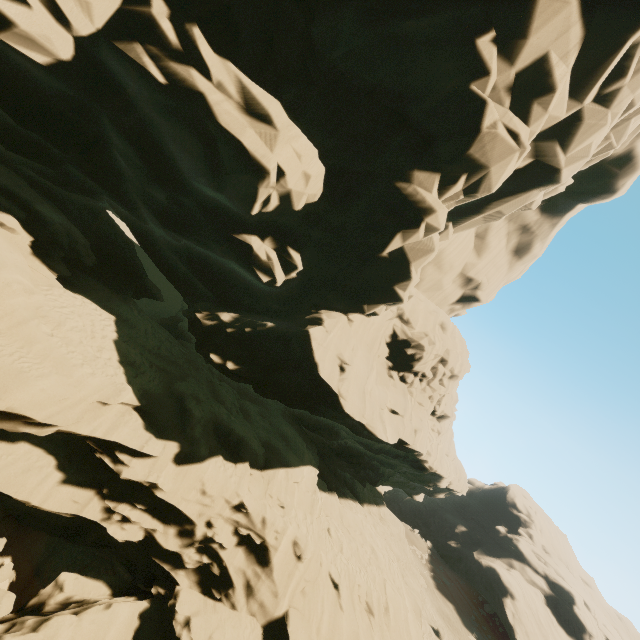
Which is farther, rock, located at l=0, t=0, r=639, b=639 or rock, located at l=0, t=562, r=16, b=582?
rock, located at l=0, t=562, r=16, b=582

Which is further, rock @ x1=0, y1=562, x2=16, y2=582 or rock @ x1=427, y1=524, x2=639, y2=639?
rock @ x1=427, y1=524, x2=639, y2=639

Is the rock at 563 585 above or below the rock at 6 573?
above

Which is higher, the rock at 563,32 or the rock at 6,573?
the rock at 563,32

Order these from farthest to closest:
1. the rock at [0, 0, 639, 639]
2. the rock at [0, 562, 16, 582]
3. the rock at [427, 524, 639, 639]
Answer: the rock at [427, 524, 639, 639] → the rock at [0, 562, 16, 582] → the rock at [0, 0, 639, 639]

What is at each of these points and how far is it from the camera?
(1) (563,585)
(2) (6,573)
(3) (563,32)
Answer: (1) rock, 48.4 meters
(2) rock, 10.7 meters
(3) rock, 11.5 meters

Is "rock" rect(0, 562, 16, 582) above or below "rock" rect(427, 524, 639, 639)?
below
